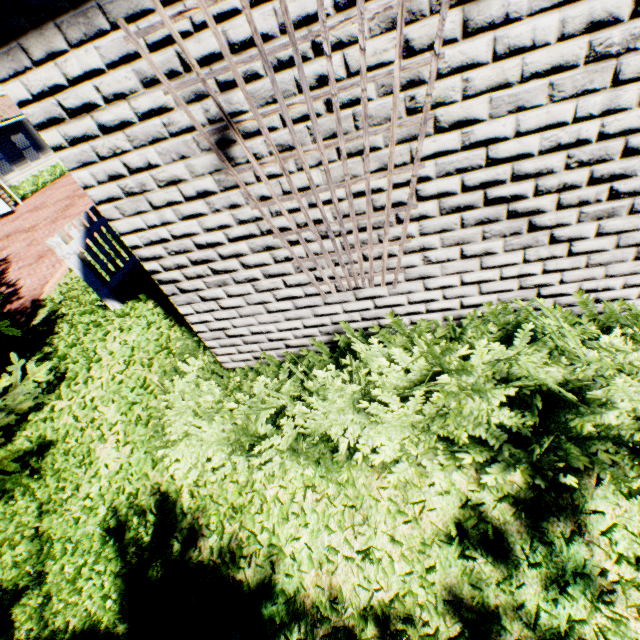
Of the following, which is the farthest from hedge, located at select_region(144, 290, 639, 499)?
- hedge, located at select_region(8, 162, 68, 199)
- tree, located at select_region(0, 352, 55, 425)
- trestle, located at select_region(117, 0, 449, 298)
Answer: hedge, located at select_region(8, 162, 68, 199)

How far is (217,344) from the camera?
3.11m

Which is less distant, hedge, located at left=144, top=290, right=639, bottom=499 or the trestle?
the trestle

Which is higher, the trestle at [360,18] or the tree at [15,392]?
the trestle at [360,18]

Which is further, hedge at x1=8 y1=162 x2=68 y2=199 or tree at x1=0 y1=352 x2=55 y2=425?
hedge at x1=8 y1=162 x2=68 y2=199

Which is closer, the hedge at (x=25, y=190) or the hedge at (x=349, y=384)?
the hedge at (x=349, y=384)

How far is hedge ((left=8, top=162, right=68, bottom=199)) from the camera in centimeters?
1717cm
